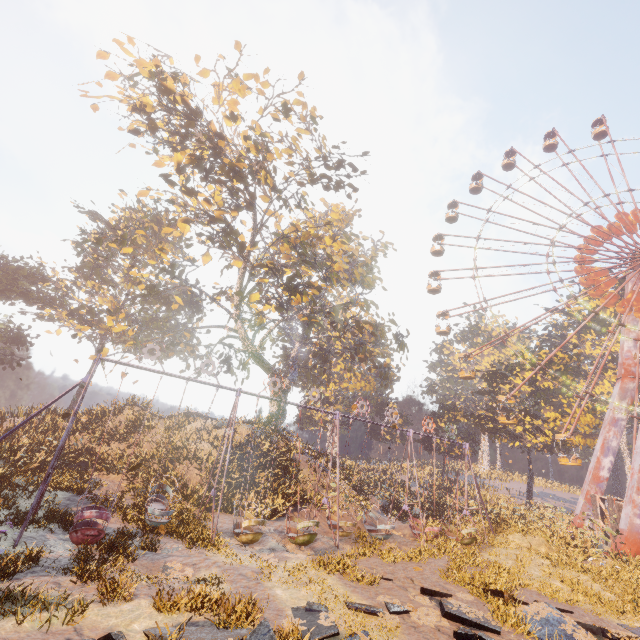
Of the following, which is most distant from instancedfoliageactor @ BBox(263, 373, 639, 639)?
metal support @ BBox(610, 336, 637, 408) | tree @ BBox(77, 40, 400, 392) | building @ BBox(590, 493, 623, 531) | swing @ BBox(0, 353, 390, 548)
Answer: tree @ BBox(77, 40, 400, 392)

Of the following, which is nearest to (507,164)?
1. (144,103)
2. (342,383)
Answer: (342,383)

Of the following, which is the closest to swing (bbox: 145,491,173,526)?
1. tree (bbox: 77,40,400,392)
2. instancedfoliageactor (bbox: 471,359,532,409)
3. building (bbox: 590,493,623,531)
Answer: instancedfoliageactor (bbox: 471,359,532,409)

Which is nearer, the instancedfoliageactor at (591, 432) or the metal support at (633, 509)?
the metal support at (633, 509)

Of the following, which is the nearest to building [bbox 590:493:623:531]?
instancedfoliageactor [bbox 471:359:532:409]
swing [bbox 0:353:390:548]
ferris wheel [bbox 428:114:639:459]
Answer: instancedfoliageactor [bbox 471:359:532:409]

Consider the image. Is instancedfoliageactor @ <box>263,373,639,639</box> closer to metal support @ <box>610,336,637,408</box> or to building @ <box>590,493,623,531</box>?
building @ <box>590,493,623,531</box>

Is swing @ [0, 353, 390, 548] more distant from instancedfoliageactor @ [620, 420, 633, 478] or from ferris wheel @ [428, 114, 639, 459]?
ferris wheel @ [428, 114, 639, 459]

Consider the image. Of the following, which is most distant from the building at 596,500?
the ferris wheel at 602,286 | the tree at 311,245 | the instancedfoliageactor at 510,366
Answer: the tree at 311,245
